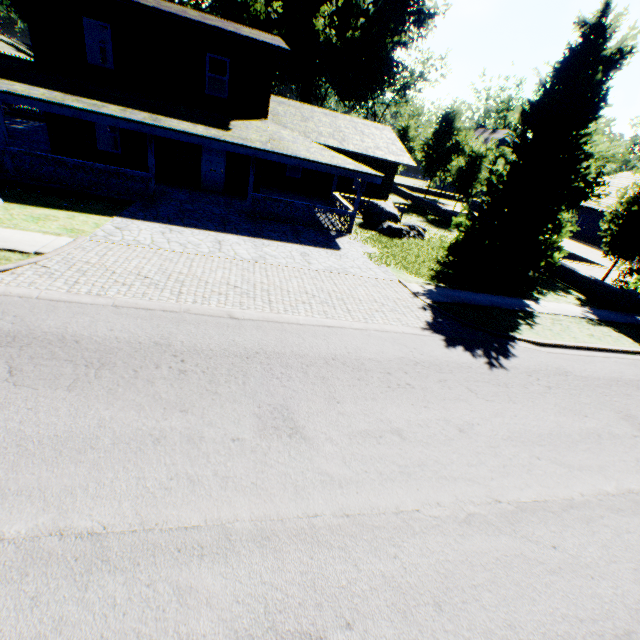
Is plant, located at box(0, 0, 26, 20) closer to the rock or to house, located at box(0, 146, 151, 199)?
house, located at box(0, 146, 151, 199)

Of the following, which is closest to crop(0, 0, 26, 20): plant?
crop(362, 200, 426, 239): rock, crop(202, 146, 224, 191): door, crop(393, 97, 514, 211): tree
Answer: crop(362, 200, 426, 239): rock

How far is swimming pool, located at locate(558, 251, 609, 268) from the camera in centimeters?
2295cm

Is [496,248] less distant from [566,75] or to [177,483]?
[566,75]

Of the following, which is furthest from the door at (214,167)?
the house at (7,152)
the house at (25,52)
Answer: the house at (25,52)

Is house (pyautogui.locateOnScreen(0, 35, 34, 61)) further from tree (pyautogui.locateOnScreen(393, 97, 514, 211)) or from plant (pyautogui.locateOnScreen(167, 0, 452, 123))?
tree (pyautogui.locateOnScreen(393, 97, 514, 211))

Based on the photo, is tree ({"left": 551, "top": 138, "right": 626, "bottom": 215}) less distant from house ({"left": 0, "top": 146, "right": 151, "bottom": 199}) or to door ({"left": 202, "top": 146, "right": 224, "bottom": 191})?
door ({"left": 202, "top": 146, "right": 224, "bottom": 191})

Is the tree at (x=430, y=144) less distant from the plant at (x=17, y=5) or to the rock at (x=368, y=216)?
the plant at (x=17, y=5)
